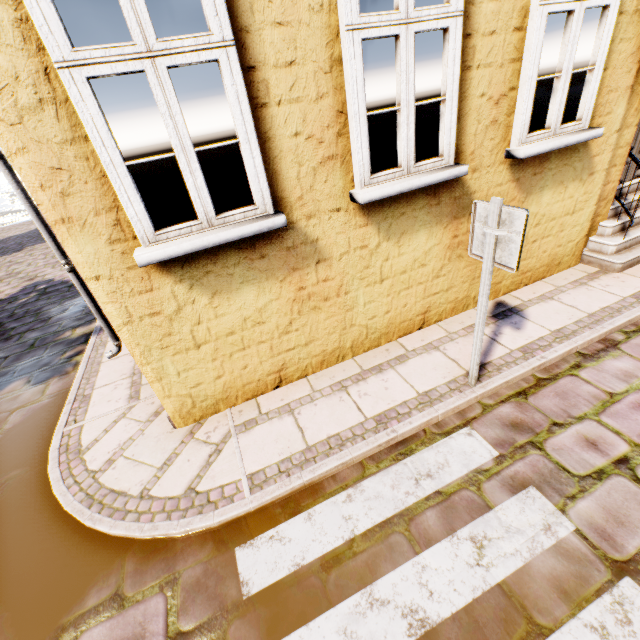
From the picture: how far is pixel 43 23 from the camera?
1.9 meters

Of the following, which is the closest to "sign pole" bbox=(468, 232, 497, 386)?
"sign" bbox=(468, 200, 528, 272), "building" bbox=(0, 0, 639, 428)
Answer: "sign" bbox=(468, 200, 528, 272)

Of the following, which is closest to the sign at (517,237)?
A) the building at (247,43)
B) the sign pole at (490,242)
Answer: the sign pole at (490,242)

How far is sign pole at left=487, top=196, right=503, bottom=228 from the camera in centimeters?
242cm

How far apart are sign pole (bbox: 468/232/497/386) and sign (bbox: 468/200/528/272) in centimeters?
3cm

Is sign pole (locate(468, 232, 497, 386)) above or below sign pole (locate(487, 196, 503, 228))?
below

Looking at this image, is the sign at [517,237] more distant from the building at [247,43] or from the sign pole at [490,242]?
the building at [247,43]

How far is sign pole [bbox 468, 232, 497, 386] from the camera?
2.6 meters
